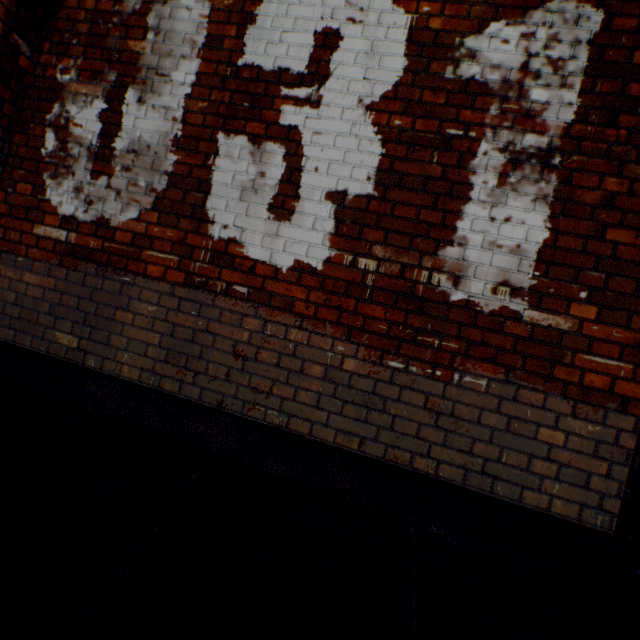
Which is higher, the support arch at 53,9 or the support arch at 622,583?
the support arch at 53,9

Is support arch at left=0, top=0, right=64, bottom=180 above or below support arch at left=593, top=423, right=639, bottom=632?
above

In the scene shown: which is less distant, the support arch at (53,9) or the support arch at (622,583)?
the support arch at (622,583)

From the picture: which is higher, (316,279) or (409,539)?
(316,279)

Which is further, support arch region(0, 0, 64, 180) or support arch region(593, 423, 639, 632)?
support arch region(0, 0, 64, 180)
